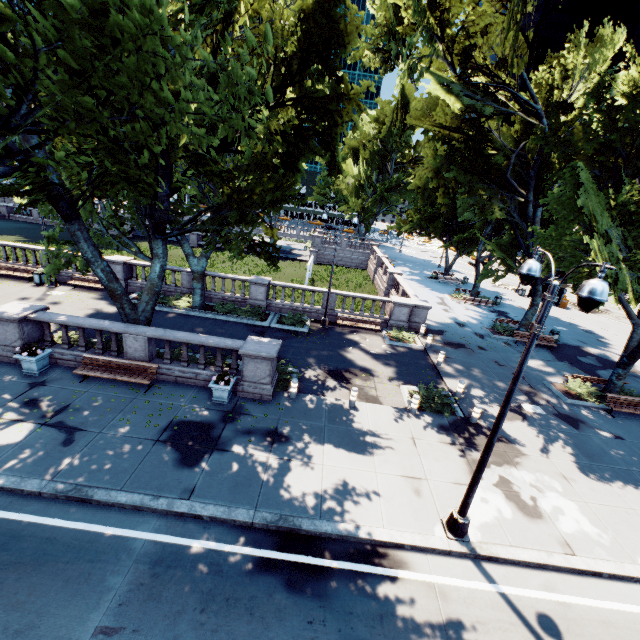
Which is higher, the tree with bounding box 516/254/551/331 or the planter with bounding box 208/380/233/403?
the tree with bounding box 516/254/551/331

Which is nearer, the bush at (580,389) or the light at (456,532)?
the light at (456,532)

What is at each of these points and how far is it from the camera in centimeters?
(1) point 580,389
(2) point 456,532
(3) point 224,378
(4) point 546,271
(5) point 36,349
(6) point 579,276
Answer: (1) bush, 1705cm
(2) light, 839cm
(3) plant, 1212cm
(4) tree, 1597cm
(5) plant, 1227cm
(6) tree, 1514cm

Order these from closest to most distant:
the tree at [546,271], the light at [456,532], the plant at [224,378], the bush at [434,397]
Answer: the light at [456,532], the plant at [224,378], the bush at [434,397], the tree at [546,271]

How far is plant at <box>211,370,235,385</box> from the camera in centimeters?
1188cm

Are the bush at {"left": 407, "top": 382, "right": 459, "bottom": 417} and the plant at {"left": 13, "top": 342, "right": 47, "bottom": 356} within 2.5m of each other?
no

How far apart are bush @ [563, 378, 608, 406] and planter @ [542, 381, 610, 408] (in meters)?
0.02

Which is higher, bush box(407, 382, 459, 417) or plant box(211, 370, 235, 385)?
plant box(211, 370, 235, 385)
